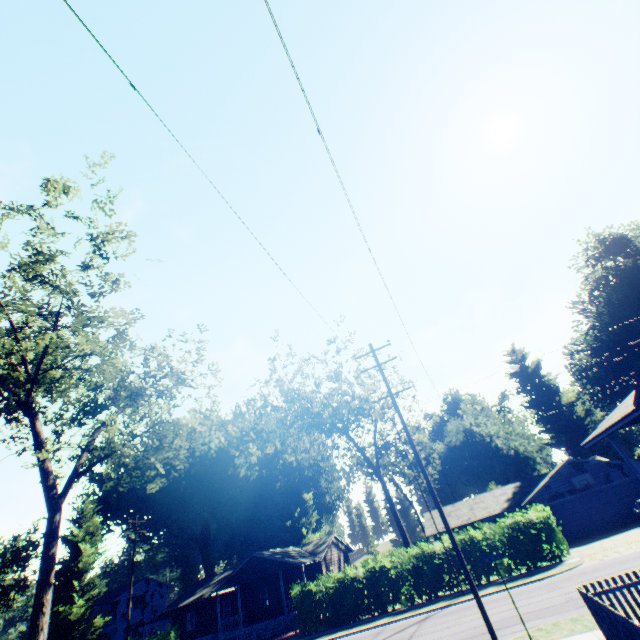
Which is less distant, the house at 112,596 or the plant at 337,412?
the plant at 337,412

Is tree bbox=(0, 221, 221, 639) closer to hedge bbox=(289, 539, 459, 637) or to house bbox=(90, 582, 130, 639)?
hedge bbox=(289, 539, 459, 637)

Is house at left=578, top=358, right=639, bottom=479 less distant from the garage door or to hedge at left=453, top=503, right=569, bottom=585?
hedge at left=453, top=503, right=569, bottom=585

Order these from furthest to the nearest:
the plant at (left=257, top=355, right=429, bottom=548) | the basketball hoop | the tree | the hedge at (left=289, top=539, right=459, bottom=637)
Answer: the plant at (left=257, top=355, right=429, bottom=548) < the basketball hoop < the hedge at (left=289, top=539, right=459, bottom=637) < the tree

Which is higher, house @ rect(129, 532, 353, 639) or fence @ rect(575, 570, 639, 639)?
house @ rect(129, 532, 353, 639)

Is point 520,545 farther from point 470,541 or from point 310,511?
point 310,511

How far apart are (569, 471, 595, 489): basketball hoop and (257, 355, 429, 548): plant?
16.80m

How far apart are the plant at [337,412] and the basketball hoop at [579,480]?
16.80m
